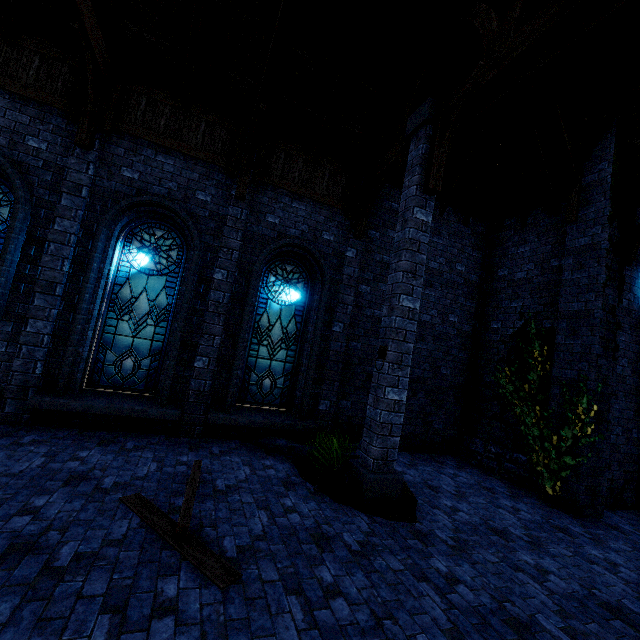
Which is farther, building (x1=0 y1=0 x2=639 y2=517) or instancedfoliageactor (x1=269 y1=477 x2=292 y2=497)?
building (x1=0 y1=0 x2=639 y2=517)

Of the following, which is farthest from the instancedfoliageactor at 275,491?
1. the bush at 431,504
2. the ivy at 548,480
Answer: the ivy at 548,480

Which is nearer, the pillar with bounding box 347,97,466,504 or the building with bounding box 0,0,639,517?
the pillar with bounding box 347,97,466,504

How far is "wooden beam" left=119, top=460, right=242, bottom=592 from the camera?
3.03m

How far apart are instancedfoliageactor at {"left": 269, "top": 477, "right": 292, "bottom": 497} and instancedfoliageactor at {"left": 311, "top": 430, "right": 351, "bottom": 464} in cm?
51

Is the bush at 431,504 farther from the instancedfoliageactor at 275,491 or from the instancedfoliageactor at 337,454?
the instancedfoliageactor at 275,491

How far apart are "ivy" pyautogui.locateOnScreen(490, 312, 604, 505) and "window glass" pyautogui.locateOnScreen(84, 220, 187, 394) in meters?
8.2

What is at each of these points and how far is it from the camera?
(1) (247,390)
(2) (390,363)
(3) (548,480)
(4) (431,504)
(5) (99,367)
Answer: (1) window glass, 7.62m
(2) pillar, 5.37m
(3) ivy, 6.77m
(4) bush, 5.58m
(5) window glass, 6.57m
